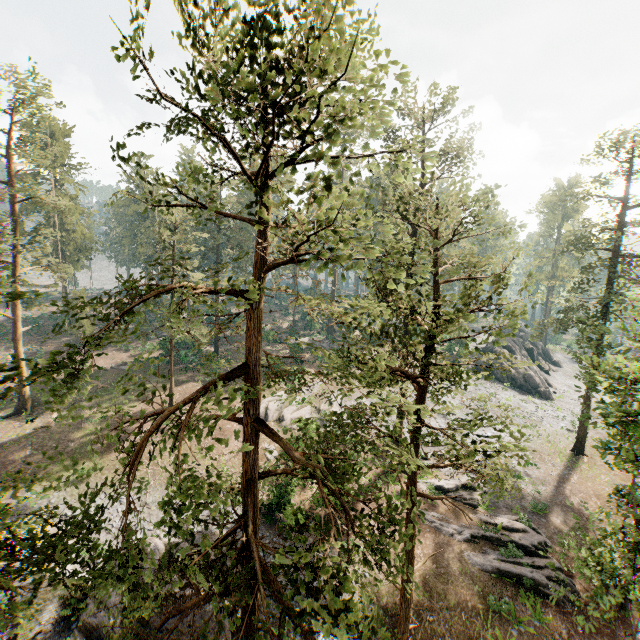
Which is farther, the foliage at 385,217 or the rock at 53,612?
the rock at 53,612

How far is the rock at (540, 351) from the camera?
43.7 meters

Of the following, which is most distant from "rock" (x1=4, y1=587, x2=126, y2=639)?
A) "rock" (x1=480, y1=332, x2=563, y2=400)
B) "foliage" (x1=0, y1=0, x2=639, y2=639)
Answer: "rock" (x1=480, y1=332, x2=563, y2=400)

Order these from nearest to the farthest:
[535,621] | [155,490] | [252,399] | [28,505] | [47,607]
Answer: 1. [252,399]
2. [47,607]
3. [535,621]
4. [28,505]
5. [155,490]

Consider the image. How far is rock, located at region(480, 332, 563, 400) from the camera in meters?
43.7

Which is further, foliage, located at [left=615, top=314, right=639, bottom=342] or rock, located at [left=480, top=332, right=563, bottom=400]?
rock, located at [left=480, top=332, right=563, bottom=400]
